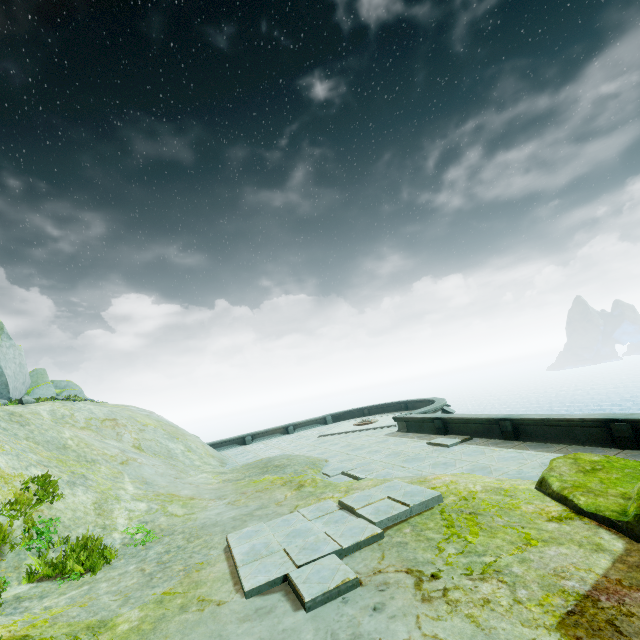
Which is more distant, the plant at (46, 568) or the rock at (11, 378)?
the rock at (11, 378)

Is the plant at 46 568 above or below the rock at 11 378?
below

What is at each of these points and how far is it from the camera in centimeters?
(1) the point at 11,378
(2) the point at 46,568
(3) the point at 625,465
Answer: (1) rock, 2005cm
(2) plant, 596cm
(3) rock, 617cm

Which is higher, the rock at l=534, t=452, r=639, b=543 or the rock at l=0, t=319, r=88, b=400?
the rock at l=0, t=319, r=88, b=400

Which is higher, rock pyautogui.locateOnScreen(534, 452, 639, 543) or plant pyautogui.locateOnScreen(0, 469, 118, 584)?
plant pyautogui.locateOnScreen(0, 469, 118, 584)

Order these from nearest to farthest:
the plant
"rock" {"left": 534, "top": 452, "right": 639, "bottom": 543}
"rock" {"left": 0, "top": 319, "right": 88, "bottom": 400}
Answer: "rock" {"left": 534, "top": 452, "right": 639, "bottom": 543}
the plant
"rock" {"left": 0, "top": 319, "right": 88, "bottom": 400}

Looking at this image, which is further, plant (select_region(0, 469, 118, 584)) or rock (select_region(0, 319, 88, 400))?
rock (select_region(0, 319, 88, 400))

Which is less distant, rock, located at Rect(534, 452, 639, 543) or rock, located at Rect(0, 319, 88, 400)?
rock, located at Rect(534, 452, 639, 543)
